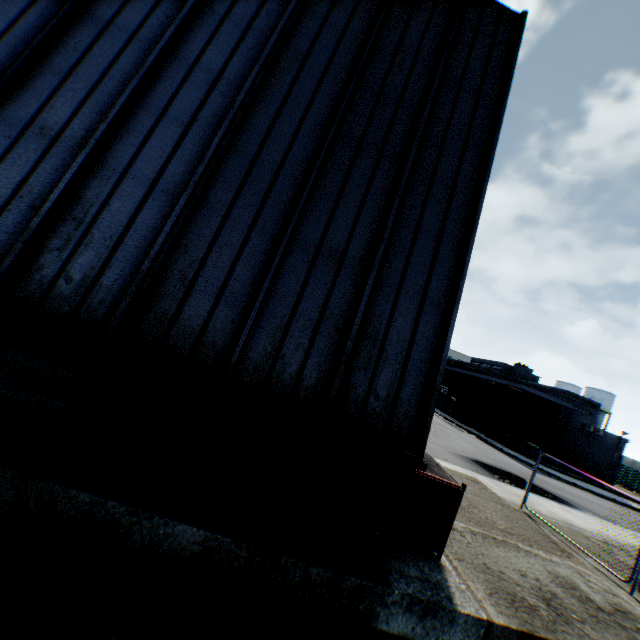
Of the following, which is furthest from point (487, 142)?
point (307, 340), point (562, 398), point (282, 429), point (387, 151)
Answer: point (562, 398)

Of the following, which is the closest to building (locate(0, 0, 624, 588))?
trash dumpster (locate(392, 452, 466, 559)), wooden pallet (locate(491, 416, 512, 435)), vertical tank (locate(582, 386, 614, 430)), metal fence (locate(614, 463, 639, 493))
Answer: trash dumpster (locate(392, 452, 466, 559))

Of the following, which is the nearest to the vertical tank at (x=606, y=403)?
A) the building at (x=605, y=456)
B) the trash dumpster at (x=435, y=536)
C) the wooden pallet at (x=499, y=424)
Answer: the wooden pallet at (x=499, y=424)

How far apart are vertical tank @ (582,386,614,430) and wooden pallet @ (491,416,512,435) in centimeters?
3358cm

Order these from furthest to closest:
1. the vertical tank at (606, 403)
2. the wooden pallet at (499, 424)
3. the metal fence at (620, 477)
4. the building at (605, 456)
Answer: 1. the vertical tank at (606, 403)
2. the metal fence at (620, 477)
3. the wooden pallet at (499, 424)
4. the building at (605, 456)

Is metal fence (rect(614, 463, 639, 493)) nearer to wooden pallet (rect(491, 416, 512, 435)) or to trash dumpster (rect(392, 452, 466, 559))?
trash dumpster (rect(392, 452, 466, 559))

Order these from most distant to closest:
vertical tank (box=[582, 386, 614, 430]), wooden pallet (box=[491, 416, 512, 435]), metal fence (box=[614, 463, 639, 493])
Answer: vertical tank (box=[582, 386, 614, 430]) < metal fence (box=[614, 463, 639, 493]) < wooden pallet (box=[491, 416, 512, 435])

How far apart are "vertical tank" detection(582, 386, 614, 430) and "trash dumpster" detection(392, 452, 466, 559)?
65.5m
